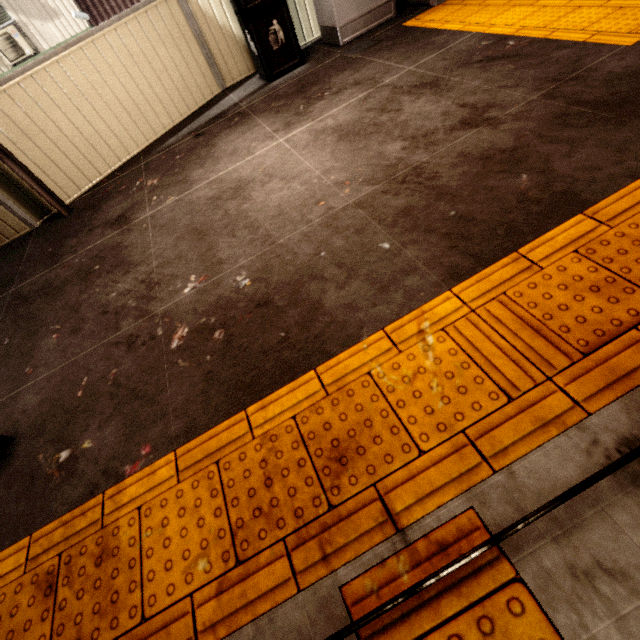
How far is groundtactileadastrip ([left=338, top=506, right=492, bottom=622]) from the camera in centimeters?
97cm

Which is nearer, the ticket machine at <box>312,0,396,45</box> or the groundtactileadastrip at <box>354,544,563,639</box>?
the groundtactileadastrip at <box>354,544,563,639</box>

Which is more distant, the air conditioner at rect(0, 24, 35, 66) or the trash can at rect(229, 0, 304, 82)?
the air conditioner at rect(0, 24, 35, 66)

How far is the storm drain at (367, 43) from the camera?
4.00m

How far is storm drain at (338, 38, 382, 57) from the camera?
4.0m

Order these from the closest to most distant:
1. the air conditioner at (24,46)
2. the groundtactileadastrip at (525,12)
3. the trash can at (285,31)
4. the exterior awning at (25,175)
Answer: the groundtactileadastrip at (525,12) < the exterior awning at (25,175) < the trash can at (285,31) < the air conditioner at (24,46)

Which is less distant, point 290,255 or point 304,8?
point 290,255

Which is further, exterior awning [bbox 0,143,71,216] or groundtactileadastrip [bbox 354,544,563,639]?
exterior awning [bbox 0,143,71,216]
